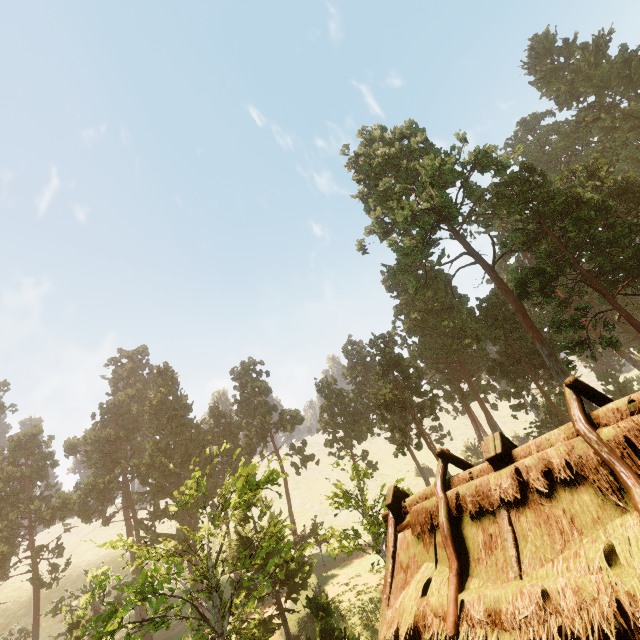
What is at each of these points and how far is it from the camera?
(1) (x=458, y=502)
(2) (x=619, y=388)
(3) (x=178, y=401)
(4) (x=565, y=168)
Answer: (1) building, 4.1m
(2) treerock, 49.3m
(3) treerock, 47.5m
(4) treerock, 35.7m

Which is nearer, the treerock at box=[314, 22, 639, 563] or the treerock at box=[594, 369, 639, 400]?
the treerock at box=[314, 22, 639, 563]

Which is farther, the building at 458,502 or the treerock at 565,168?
the treerock at 565,168

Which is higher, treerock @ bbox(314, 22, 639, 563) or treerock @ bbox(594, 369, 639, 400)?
treerock @ bbox(314, 22, 639, 563)

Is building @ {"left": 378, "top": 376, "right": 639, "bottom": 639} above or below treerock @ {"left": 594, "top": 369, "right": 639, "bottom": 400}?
below

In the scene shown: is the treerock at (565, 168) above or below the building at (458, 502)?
above

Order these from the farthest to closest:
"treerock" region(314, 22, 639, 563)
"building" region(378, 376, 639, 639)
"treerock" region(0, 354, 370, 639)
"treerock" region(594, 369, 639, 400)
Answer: "treerock" region(594, 369, 639, 400)
"treerock" region(314, 22, 639, 563)
"treerock" region(0, 354, 370, 639)
"building" region(378, 376, 639, 639)
